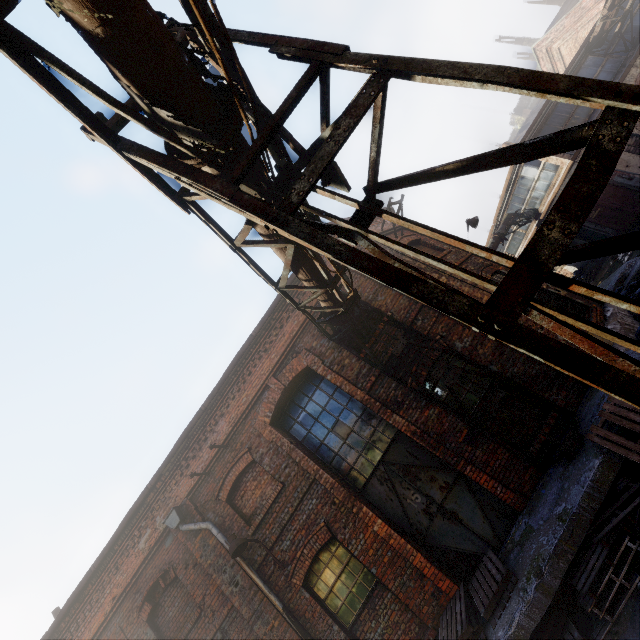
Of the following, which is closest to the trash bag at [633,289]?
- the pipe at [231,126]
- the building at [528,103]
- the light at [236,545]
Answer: the pipe at [231,126]

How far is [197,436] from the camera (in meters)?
8.97

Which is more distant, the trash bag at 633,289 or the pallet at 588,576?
the trash bag at 633,289

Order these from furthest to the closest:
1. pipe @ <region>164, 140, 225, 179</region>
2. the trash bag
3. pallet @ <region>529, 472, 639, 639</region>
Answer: the trash bag
pallet @ <region>529, 472, 639, 639</region>
pipe @ <region>164, 140, 225, 179</region>

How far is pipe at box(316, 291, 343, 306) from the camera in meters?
6.0 m

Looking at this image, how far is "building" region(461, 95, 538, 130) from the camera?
53.3 meters

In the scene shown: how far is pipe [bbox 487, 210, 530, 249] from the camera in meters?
19.4
